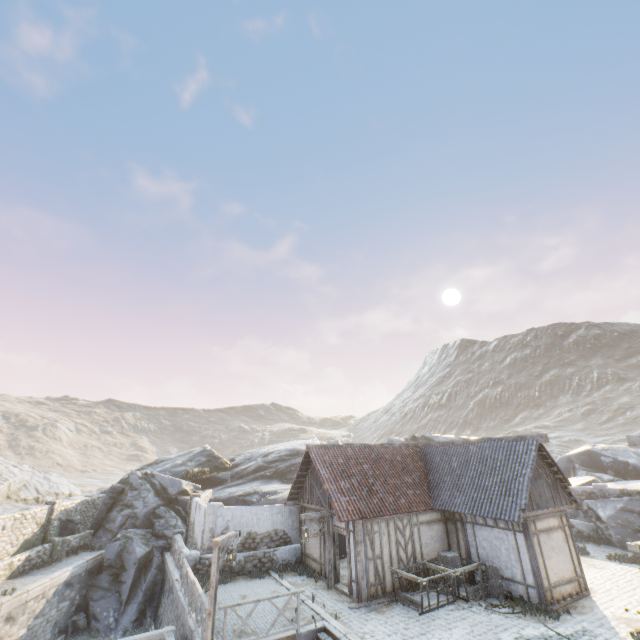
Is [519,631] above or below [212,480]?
below

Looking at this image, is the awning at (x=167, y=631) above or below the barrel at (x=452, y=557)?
below

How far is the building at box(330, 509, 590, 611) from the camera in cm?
1247

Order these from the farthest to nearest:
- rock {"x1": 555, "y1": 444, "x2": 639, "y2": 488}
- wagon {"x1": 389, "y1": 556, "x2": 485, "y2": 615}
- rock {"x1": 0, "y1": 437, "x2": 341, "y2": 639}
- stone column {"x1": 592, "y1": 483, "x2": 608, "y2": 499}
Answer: rock {"x1": 555, "y1": 444, "x2": 639, "y2": 488} → stone column {"x1": 592, "y1": 483, "x2": 608, "y2": 499} → rock {"x1": 0, "y1": 437, "x2": 341, "y2": 639} → wagon {"x1": 389, "y1": 556, "x2": 485, "y2": 615}

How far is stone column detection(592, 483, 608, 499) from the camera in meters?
21.1

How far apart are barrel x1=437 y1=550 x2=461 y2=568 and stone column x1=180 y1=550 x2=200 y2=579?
11.44m

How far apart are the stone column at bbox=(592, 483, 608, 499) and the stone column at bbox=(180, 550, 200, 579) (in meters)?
25.08

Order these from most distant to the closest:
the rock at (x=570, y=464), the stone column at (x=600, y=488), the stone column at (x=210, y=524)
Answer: the rock at (x=570, y=464)
the stone column at (x=600, y=488)
the stone column at (x=210, y=524)
